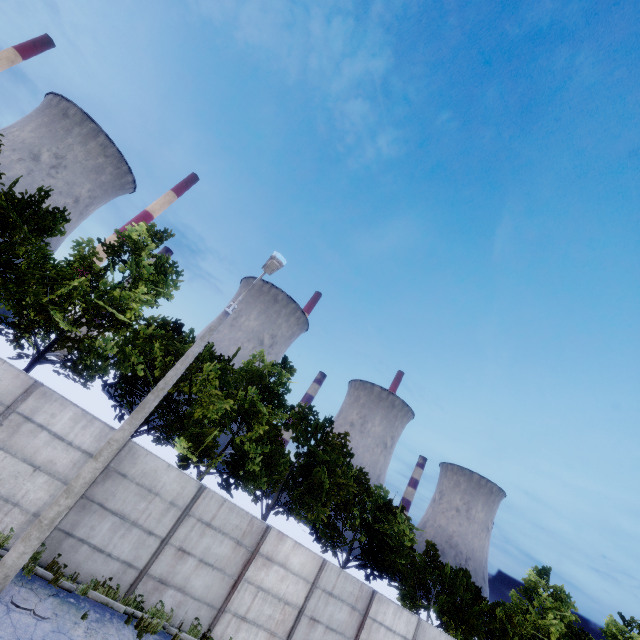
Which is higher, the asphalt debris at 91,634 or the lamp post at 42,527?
the lamp post at 42,527

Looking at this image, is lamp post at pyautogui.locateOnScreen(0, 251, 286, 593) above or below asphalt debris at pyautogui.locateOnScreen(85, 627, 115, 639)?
above

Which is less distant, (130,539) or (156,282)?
(130,539)
